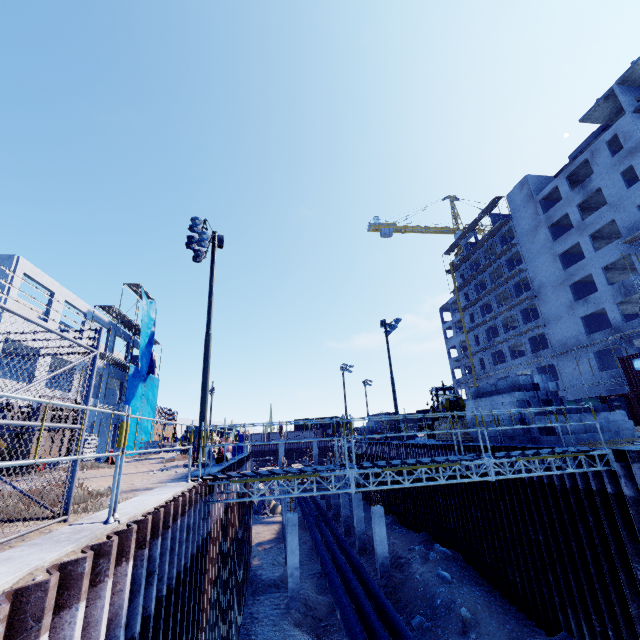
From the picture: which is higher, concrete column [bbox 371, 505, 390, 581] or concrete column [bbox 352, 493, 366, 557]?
concrete column [bbox 371, 505, 390, 581]

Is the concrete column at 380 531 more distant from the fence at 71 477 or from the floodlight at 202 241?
the fence at 71 477

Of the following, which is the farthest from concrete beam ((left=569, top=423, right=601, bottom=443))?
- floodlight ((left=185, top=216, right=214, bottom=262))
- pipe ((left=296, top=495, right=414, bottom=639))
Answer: floodlight ((left=185, top=216, right=214, bottom=262))

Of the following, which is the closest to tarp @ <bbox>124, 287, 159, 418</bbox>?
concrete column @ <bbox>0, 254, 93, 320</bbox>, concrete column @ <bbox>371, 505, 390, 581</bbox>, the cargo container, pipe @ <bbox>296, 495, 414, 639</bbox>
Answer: concrete column @ <bbox>0, 254, 93, 320</bbox>

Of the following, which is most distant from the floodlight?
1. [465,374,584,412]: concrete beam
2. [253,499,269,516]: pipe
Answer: [253,499,269,516]: pipe

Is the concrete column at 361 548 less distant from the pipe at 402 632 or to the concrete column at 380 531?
the pipe at 402 632

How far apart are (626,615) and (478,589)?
6.94m

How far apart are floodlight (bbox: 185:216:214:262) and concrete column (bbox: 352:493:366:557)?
19.1 meters
